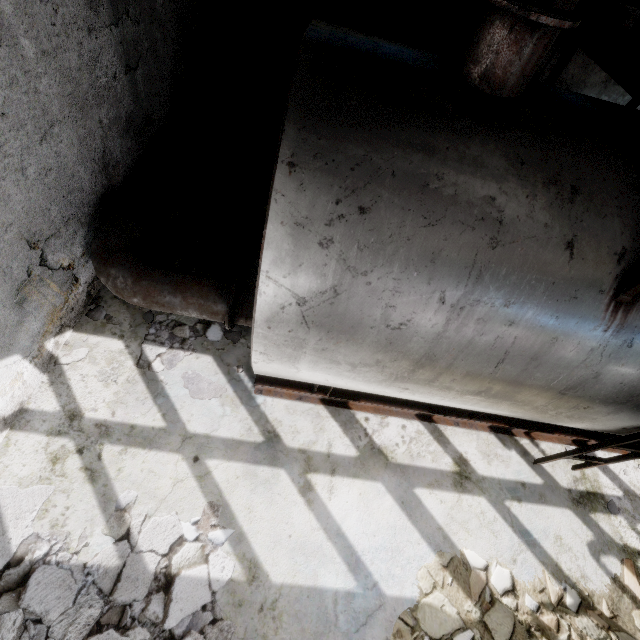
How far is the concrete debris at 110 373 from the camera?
4.32m

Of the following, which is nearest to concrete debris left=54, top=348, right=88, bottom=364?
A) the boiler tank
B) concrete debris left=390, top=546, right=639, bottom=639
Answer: the boiler tank

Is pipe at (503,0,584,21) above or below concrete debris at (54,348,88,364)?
above

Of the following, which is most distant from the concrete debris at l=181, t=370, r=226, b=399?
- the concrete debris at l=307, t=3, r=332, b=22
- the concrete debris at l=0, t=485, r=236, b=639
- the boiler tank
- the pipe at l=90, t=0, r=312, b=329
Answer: the pipe at l=90, t=0, r=312, b=329

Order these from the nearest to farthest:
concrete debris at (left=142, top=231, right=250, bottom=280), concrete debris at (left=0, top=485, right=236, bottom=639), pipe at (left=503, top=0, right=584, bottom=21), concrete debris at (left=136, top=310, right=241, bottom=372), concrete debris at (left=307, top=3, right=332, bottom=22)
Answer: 1. pipe at (left=503, top=0, right=584, bottom=21)
2. concrete debris at (left=0, top=485, right=236, bottom=639)
3. concrete debris at (left=136, top=310, right=241, bottom=372)
4. concrete debris at (left=142, top=231, right=250, bottom=280)
5. concrete debris at (left=307, top=3, right=332, bottom=22)

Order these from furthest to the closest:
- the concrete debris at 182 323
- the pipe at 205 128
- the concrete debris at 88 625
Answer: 1. the concrete debris at 182 323
2. the pipe at 205 128
3. the concrete debris at 88 625

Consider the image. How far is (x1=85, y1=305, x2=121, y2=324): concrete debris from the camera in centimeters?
477cm

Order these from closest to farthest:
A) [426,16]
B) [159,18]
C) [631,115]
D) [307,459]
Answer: Answer: [631,115] → [307,459] → [159,18] → [426,16]
